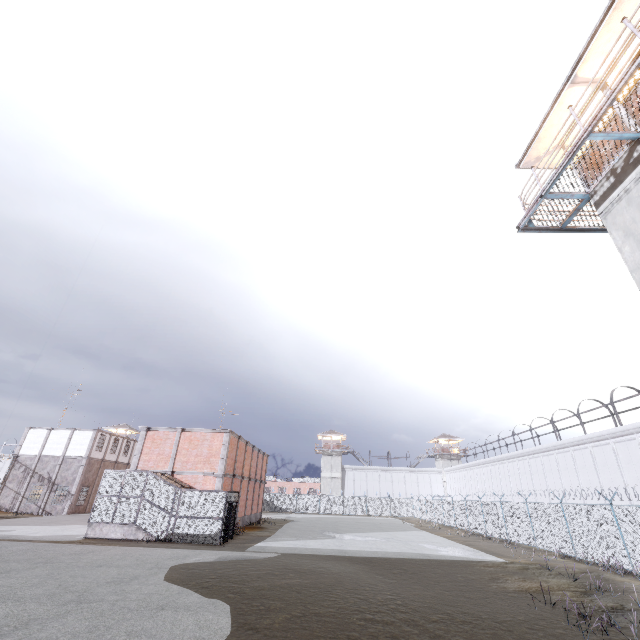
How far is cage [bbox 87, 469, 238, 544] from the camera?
19.78m

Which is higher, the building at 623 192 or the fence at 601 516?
the building at 623 192

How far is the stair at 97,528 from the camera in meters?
19.7 m

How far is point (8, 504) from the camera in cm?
3691

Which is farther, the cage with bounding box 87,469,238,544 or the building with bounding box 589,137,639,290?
the cage with bounding box 87,469,238,544

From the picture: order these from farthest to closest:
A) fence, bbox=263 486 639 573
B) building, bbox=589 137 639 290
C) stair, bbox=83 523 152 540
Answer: stair, bbox=83 523 152 540, fence, bbox=263 486 639 573, building, bbox=589 137 639 290

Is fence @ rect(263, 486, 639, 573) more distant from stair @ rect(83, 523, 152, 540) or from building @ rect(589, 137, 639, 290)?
stair @ rect(83, 523, 152, 540)

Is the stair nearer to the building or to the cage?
the cage
